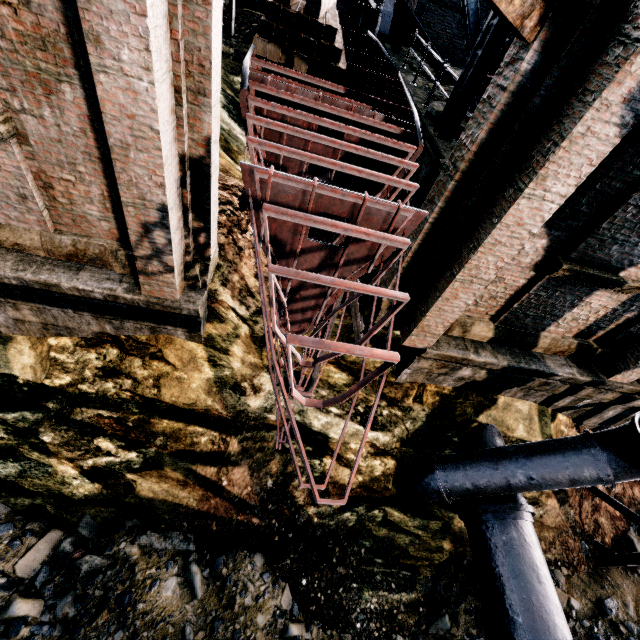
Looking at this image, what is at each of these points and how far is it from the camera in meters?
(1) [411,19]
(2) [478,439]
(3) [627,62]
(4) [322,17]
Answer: (1) stairs, 12.9
(2) pipe, 9.4
(3) building, 3.6
(4) wood pile, 6.7

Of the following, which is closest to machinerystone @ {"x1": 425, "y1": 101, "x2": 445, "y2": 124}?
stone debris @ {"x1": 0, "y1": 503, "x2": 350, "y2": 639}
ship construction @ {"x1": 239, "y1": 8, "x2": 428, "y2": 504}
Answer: ship construction @ {"x1": 239, "y1": 8, "x2": 428, "y2": 504}

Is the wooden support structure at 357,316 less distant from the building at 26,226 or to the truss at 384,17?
the building at 26,226

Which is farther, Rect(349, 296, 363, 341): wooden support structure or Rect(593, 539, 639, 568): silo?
Rect(593, 539, 639, 568): silo

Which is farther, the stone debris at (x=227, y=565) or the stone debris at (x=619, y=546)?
the stone debris at (x=619, y=546)

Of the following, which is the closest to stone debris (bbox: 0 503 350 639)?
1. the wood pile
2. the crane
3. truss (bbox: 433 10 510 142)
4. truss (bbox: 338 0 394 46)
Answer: truss (bbox: 338 0 394 46)

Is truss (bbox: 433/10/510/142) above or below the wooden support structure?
above

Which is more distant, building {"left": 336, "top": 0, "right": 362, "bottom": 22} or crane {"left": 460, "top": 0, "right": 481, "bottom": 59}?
building {"left": 336, "top": 0, "right": 362, "bottom": 22}
